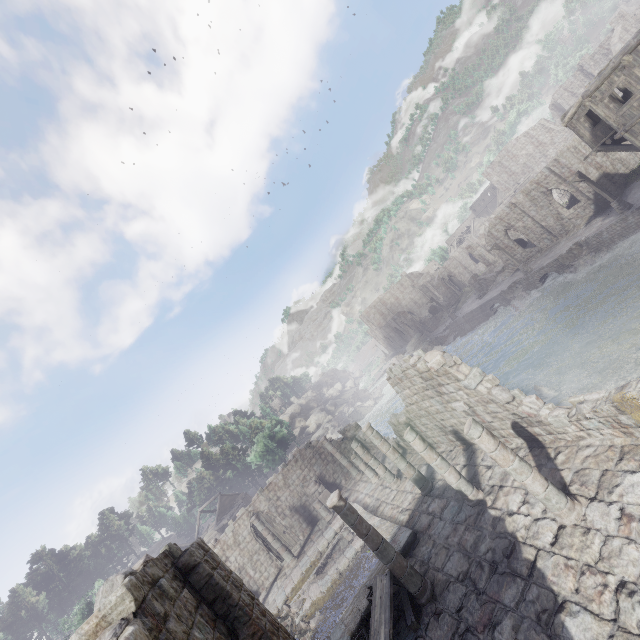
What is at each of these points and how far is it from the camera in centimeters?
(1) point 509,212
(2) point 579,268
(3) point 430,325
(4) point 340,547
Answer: (1) building, 3666cm
(2) rubble, 2792cm
(3) building, 5872cm
(4) building, 1827cm

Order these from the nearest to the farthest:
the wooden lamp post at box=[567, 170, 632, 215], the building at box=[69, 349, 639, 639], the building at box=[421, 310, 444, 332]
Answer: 1. the building at box=[69, 349, 639, 639]
2. the wooden lamp post at box=[567, 170, 632, 215]
3. the building at box=[421, 310, 444, 332]

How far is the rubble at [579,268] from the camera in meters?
26.7 m

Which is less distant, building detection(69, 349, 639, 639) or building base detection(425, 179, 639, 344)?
building detection(69, 349, 639, 639)

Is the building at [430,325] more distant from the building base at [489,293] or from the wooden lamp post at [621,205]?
the wooden lamp post at [621,205]

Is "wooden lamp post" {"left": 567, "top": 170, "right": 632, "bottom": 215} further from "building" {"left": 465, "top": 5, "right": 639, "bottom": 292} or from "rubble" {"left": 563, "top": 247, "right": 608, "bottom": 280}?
"building" {"left": 465, "top": 5, "right": 639, "bottom": 292}

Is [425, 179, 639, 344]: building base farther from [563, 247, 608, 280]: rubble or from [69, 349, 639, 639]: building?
[69, 349, 639, 639]: building

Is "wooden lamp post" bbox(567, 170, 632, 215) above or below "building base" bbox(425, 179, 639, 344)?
above
